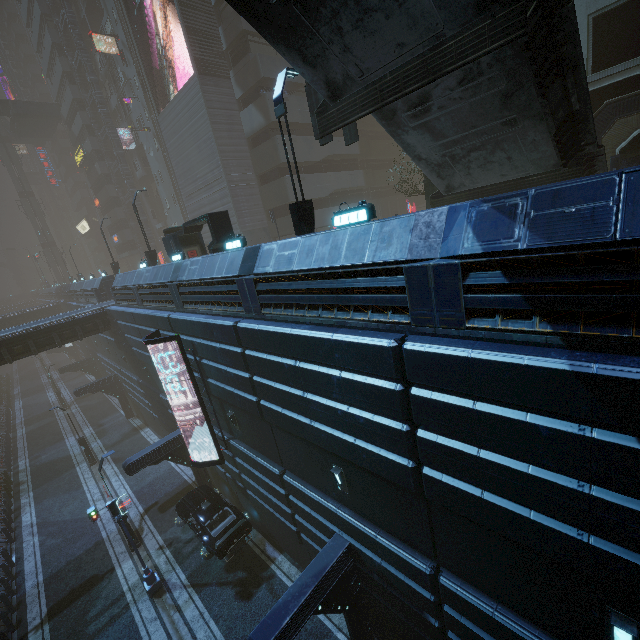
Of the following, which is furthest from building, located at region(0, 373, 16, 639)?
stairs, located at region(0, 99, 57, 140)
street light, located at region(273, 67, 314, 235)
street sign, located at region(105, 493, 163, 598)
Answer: street sign, located at region(105, 493, 163, 598)

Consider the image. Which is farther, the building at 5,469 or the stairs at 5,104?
the stairs at 5,104

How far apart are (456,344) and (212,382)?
10.9m

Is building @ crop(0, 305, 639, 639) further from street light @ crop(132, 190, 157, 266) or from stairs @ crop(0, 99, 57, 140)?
stairs @ crop(0, 99, 57, 140)

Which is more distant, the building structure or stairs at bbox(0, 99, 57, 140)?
stairs at bbox(0, 99, 57, 140)

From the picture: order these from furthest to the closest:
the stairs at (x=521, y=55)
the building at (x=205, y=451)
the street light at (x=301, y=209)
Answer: the building at (x=205, y=451) < the street light at (x=301, y=209) < the stairs at (x=521, y=55)

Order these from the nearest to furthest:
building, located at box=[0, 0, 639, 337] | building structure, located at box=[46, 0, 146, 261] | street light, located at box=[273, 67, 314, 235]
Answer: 1. building, located at box=[0, 0, 639, 337]
2. street light, located at box=[273, 67, 314, 235]
3. building structure, located at box=[46, 0, 146, 261]

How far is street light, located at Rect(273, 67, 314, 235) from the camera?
9.7 meters
